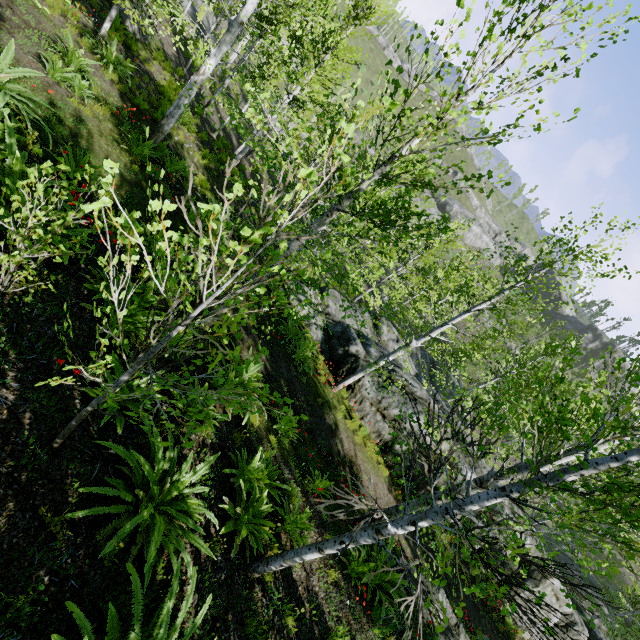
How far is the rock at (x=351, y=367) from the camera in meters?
13.6 m

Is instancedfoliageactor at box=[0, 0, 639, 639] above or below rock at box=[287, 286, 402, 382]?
above

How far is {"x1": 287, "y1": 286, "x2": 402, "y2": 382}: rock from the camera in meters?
13.6

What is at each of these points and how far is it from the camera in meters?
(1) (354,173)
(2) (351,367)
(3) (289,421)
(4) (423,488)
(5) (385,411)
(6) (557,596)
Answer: (1) instancedfoliageactor, 1.8 m
(2) rock, 13.1 m
(3) instancedfoliageactor, 8.0 m
(4) rock, 12.2 m
(5) rock, 12.4 m
(6) rock, 13.6 m

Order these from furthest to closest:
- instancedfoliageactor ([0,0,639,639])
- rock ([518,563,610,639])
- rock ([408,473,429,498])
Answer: rock ([518,563,610,639]) < rock ([408,473,429,498]) < instancedfoliageactor ([0,0,639,639])

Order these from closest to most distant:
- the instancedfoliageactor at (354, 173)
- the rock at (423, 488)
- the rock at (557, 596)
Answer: the instancedfoliageactor at (354, 173)
the rock at (423, 488)
the rock at (557, 596)

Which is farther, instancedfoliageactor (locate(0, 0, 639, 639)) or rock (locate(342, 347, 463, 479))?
rock (locate(342, 347, 463, 479))
